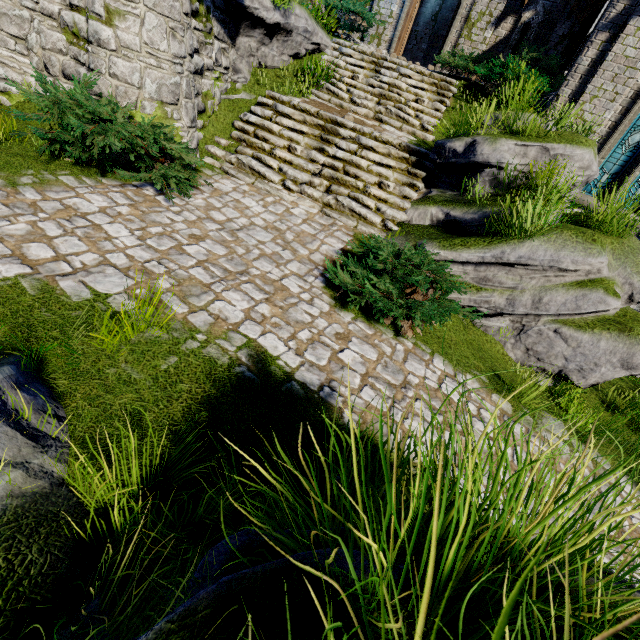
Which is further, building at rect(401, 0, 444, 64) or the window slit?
building at rect(401, 0, 444, 64)

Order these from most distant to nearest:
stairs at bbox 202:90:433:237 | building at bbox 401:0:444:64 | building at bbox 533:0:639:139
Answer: building at bbox 401:0:444:64 < building at bbox 533:0:639:139 < stairs at bbox 202:90:433:237

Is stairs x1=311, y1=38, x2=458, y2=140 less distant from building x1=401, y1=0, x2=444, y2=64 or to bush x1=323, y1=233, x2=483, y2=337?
building x1=401, y1=0, x2=444, y2=64

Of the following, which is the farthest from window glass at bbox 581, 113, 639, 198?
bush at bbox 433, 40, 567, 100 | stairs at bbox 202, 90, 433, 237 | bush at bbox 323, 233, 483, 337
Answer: bush at bbox 323, 233, 483, 337

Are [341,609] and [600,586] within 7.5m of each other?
yes

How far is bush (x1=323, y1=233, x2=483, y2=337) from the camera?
4.73m

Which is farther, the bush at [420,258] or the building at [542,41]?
the building at [542,41]

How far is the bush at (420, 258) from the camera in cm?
473
